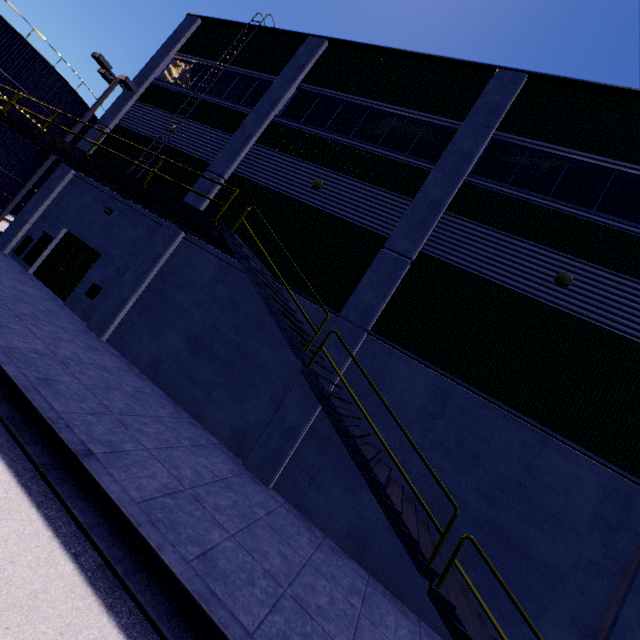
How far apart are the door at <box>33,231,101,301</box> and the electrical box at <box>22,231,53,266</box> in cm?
9

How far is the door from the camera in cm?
1312

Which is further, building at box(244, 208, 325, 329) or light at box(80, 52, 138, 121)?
light at box(80, 52, 138, 121)

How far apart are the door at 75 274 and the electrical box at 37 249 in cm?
9

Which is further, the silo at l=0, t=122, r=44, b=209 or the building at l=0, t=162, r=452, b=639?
the silo at l=0, t=122, r=44, b=209

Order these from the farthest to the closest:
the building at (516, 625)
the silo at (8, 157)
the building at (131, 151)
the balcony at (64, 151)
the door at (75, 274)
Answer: the silo at (8, 157), the building at (131, 151), the door at (75, 274), the balcony at (64, 151), the building at (516, 625)

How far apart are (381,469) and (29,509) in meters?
5.8

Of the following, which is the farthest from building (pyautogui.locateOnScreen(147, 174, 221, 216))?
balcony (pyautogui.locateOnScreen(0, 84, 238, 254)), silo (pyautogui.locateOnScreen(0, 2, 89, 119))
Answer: silo (pyautogui.locateOnScreen(0, 2, 89, 119))
